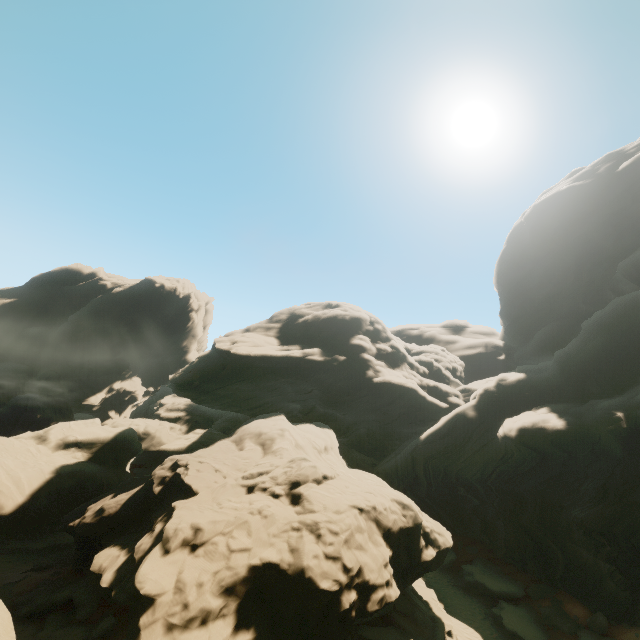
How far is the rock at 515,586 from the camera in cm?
2308

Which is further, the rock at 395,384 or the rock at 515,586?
the rock at 515,586

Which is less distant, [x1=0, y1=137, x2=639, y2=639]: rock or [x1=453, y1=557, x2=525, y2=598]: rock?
[x1=0, y1=137, x2=639, y2=639]: rock

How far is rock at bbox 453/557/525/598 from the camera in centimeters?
2308cm

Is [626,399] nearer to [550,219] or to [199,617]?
[199,617]

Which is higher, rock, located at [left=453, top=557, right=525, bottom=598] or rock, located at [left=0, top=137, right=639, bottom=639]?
rock, located at [left=0, top=137, right=639, bottom=639]
